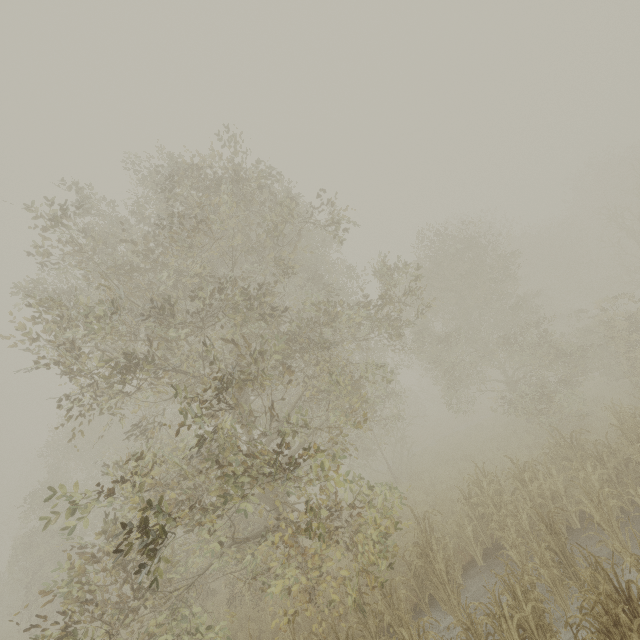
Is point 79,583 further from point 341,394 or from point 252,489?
point 341,394
